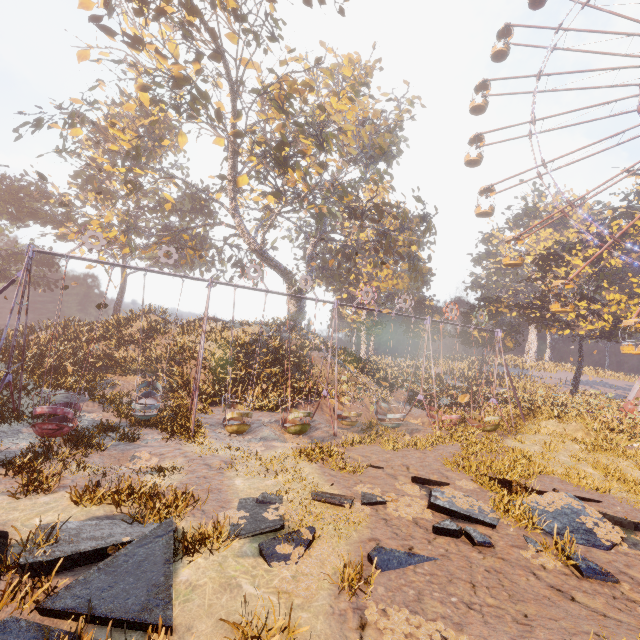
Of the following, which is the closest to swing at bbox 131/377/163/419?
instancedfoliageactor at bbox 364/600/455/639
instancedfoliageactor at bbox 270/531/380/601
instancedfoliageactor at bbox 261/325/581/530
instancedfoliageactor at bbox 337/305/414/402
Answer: instancedfoliageactor at bbox 261/325/581/530

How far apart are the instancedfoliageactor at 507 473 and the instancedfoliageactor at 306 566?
13.89m

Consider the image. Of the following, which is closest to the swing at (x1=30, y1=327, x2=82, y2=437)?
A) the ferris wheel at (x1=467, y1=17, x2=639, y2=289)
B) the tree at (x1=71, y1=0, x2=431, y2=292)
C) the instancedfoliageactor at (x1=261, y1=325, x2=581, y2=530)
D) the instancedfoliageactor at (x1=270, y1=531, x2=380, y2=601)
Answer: the instancedfoliageactor at (x1=261, y1=325, x2=581, y2=530)

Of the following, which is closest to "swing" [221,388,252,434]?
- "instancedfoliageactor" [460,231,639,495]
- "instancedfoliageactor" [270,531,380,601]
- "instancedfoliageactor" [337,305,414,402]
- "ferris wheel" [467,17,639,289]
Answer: "instancedfoliageactor" [460,231,639,495]

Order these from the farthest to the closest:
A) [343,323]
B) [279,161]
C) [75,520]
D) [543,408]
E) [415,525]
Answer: [343,323] → [543,408] → [279,161] → [415,525] → [75,520]

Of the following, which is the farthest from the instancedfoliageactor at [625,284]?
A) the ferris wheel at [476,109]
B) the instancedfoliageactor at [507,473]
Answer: the instancedfoliageactor at [507,473]

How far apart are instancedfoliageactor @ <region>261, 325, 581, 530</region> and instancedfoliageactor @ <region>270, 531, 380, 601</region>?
13.9 meters

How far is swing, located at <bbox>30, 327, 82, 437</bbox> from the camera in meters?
9.7 m
